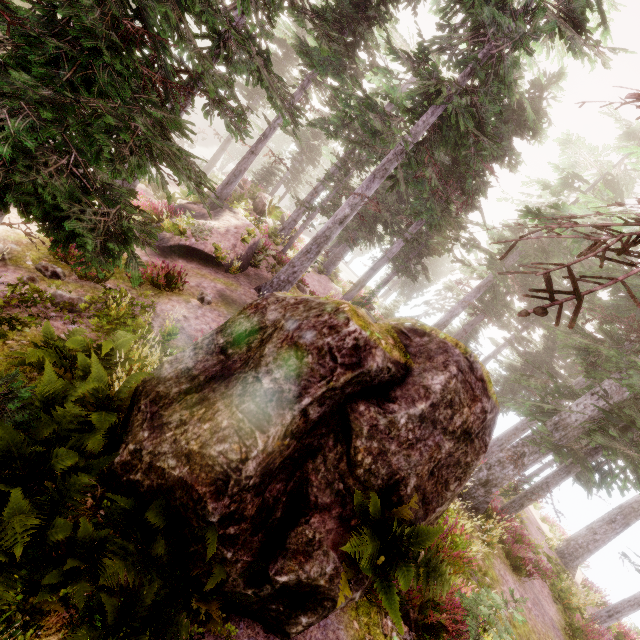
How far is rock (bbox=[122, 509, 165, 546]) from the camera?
4.2m

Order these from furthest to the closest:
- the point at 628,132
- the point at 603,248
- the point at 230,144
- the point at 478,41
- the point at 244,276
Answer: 1. the point at 230,144
2. the point at 628,132
3. the point at 244,276
4. the point at 478,41
5. the point at 603,248

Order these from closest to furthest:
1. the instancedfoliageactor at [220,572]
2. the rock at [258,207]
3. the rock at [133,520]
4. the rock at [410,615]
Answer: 1. the instancedfoliageactor at [220,572]
2. the rock at [133,520]
3. the rock at [410,615]
4. the rock at [258,207]

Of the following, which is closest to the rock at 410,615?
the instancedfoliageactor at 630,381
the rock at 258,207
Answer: the instancedfoliageactor at 630,381

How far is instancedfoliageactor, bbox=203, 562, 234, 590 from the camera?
3.55m

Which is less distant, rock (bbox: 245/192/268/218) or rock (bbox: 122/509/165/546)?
rock (bbox: 122/509/165/546)

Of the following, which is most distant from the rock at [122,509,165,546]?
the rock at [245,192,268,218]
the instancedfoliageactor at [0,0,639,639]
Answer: the rock at [245,192,268,218]
